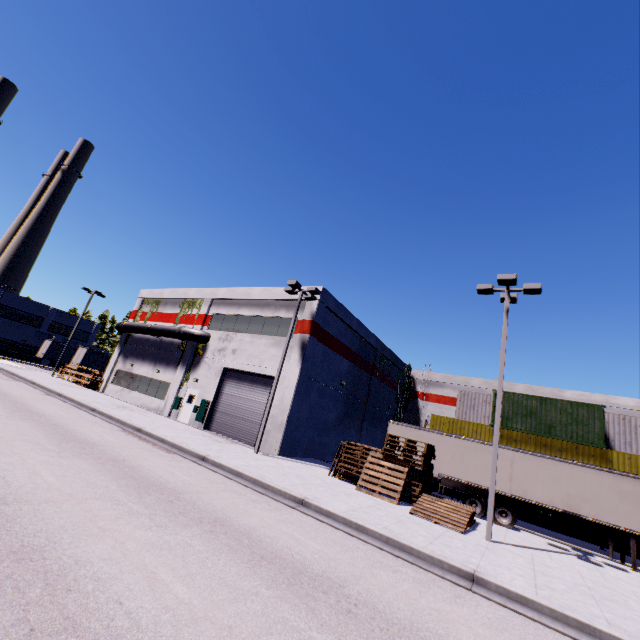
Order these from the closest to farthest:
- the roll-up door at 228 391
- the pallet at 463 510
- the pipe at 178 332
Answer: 1. the pallet at 463 510
2. the roll-up door at 228 391
3. the pipe at 178 332

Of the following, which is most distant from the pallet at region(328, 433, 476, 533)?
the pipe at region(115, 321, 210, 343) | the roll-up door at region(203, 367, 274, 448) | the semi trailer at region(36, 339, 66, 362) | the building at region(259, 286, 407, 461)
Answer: the pipe at region(115, 321, 210, 343)

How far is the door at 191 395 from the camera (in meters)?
23.84

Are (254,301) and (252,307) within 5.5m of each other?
yes

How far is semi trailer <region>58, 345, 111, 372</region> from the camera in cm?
4028

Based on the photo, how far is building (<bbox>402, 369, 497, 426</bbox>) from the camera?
34.7 meters

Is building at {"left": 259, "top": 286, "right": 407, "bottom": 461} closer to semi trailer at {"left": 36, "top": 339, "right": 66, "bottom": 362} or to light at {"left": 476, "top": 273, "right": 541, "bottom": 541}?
semi trailer at {"left": 36, "top": 339, "right": 66, "bottom": 362}

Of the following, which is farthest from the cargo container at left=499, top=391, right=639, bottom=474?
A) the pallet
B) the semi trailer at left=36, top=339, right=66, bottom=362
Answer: the pallet
